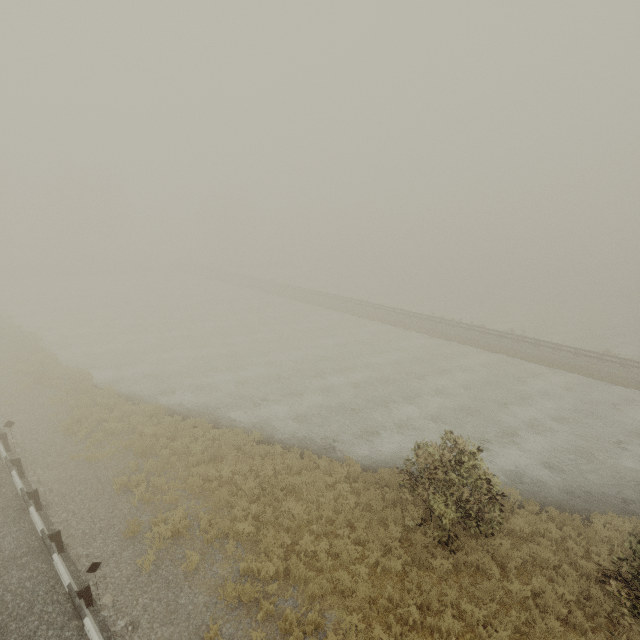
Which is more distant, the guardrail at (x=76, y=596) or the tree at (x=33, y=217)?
the tree at (x=33, y=217)

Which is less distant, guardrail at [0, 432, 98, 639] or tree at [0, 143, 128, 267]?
guardrail at [0, 432, 98, 639]

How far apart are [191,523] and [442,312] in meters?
38.6 m

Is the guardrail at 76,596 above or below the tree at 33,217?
below

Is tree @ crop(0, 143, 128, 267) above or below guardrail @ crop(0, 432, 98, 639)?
above
